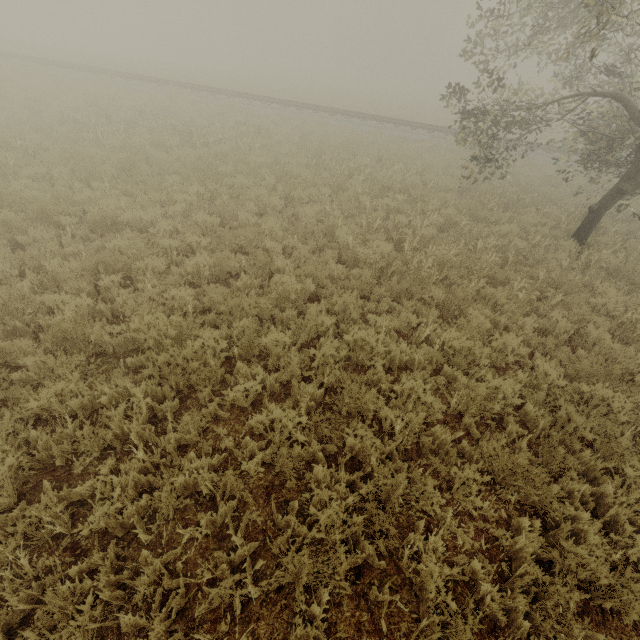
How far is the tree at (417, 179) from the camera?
11.54m

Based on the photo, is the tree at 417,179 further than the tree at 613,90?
Yes

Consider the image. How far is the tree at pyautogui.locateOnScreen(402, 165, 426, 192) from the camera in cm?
1154

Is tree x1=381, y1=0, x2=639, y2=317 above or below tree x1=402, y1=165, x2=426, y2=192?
below

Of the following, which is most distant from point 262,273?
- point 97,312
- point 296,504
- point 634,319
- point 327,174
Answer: point 634,319

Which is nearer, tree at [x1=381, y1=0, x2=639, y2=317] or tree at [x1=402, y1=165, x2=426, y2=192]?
tree at [x1=381, y1=0, x2=639, y2=317]
